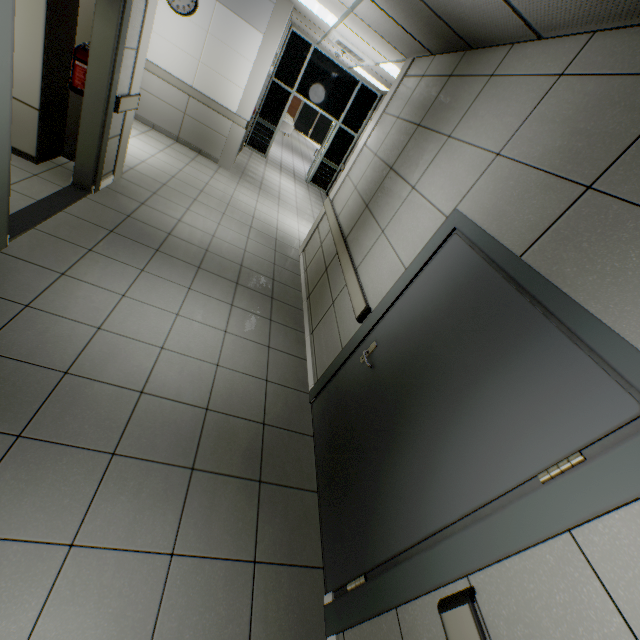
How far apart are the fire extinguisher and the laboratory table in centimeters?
48cm

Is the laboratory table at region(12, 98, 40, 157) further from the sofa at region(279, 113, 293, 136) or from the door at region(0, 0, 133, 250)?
the sofa at region(279, 113, 293, 136)

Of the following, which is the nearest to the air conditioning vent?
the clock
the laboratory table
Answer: the clock

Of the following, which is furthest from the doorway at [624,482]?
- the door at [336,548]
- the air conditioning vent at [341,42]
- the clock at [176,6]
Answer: the clock at [176,6]

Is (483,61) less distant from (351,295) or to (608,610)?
(351,295)

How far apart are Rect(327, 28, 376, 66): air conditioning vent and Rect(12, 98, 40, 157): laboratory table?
A: 5.0m

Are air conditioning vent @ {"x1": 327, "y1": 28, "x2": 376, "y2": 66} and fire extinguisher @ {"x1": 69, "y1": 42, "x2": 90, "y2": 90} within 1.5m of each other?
no

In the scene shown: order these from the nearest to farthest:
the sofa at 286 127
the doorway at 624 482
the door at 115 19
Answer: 1. the doorway at 624 482
2. the door at 115 19
3. the sofa at 286 127
